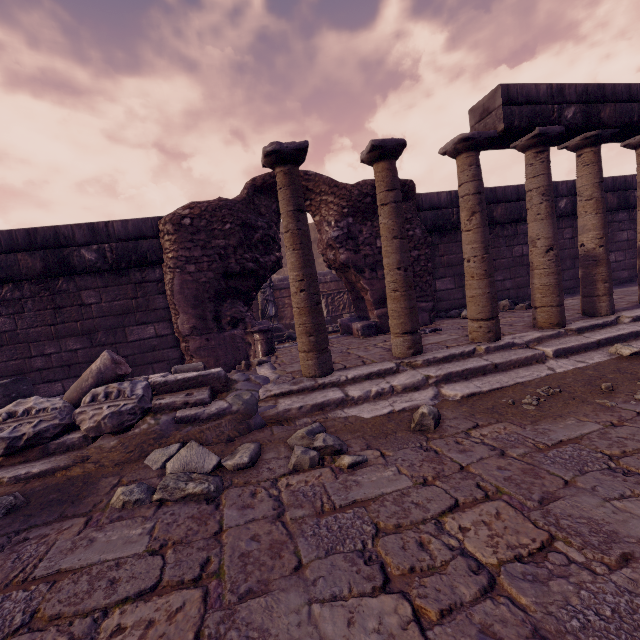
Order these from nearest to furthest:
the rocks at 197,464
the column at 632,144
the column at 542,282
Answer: the rocks at 197,464
the column at 542,282
the column at 632,144

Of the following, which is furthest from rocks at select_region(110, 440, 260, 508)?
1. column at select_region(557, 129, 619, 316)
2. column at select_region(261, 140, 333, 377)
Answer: column at select_region(557, 129, 619, 316)

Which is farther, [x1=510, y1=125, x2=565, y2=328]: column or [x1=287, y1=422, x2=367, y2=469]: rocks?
[x1=510, y1=125, x2=565, y2=328]: column

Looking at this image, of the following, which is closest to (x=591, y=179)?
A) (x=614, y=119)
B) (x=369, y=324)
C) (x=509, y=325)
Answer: (x=614, y=119)

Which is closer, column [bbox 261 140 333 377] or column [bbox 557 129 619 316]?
column [bbox 261 140 333 377]

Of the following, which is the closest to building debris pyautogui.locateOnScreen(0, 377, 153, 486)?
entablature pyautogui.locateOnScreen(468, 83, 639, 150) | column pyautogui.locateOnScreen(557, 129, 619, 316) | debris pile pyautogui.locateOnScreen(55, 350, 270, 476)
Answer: debris pile pyautogui.locateOnScreen(55, 350, 270, 476)

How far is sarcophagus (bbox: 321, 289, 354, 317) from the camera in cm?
1052

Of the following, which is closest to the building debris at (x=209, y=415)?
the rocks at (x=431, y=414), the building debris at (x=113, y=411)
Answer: the building debris at (x=113, y=411)
